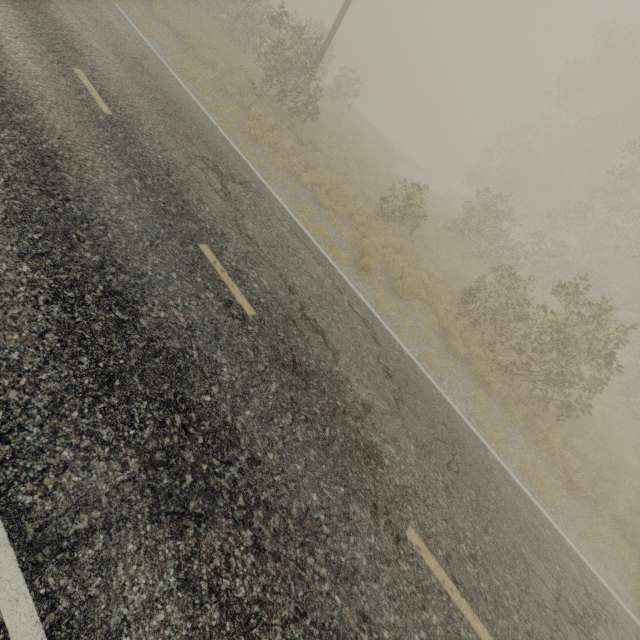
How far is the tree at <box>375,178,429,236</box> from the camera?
13.2 meters

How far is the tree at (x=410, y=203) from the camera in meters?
13.2

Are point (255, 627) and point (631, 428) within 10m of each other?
no
